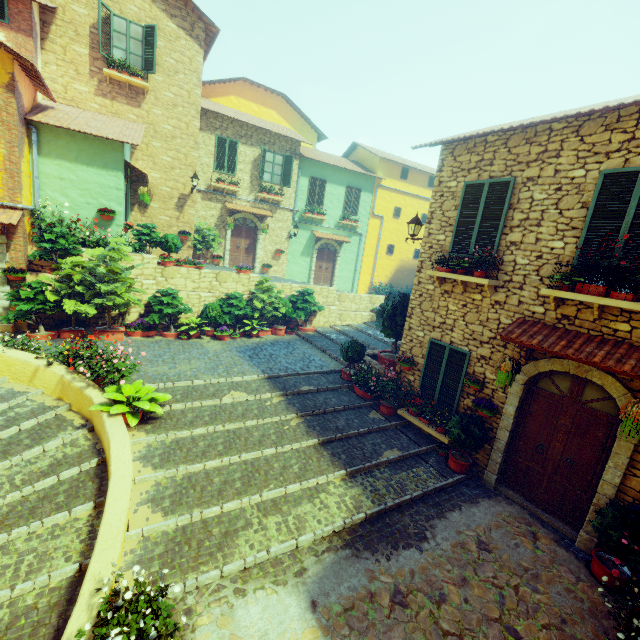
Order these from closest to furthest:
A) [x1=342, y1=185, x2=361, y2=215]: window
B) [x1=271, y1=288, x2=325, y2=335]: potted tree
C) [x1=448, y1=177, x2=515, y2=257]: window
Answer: [x1=448, y1=177, x2=515, y2=257]: window < [x1=271, y1=288, x2=325, y2=335]: potted tree < [x1=342, y1=185, x2=361, y2=215]: window

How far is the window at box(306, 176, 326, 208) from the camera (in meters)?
19.00

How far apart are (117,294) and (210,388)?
4.8m

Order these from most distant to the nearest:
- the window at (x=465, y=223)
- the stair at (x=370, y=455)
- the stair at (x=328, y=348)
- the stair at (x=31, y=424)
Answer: the stair at (x=328, y=348), the window at (x=465, y=223), the stair at (x=370, y=455), the stair at (x=31, y=424)

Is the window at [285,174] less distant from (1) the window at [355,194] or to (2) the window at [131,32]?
(1) the window at [355,194]

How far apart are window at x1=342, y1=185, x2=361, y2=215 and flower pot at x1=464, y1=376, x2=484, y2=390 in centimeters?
1536cm

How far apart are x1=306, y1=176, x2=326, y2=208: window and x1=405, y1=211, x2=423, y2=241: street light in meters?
10.5

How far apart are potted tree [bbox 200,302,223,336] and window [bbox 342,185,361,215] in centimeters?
1131cm
